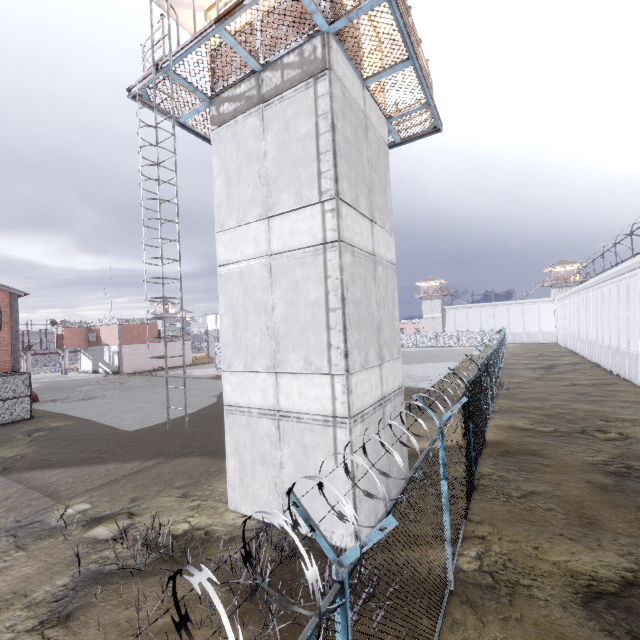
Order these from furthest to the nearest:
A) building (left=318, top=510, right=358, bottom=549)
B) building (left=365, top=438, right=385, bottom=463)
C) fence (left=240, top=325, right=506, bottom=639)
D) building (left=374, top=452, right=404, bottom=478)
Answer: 1. building (left=374, top=452, right=404, bottom=478)
2. building (left=365, top=438, right=385, bottom=463)
3. building (left=318, top=510, right=358, bottom=549)
4. fence (left=240, top=325, right=506, bottom=639)

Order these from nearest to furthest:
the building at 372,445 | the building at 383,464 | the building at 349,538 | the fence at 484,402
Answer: the fence at 484,402 → the building at 349,538 → the building at 372,445 → the building at 383,464

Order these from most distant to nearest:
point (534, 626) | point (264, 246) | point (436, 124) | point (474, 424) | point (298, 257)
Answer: point (436, 124) < point (474, 424) < point (264, 246) < point (298, 257) < point (534, 626)

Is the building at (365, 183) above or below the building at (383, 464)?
above

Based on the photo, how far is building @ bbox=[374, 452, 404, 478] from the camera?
8.43m
